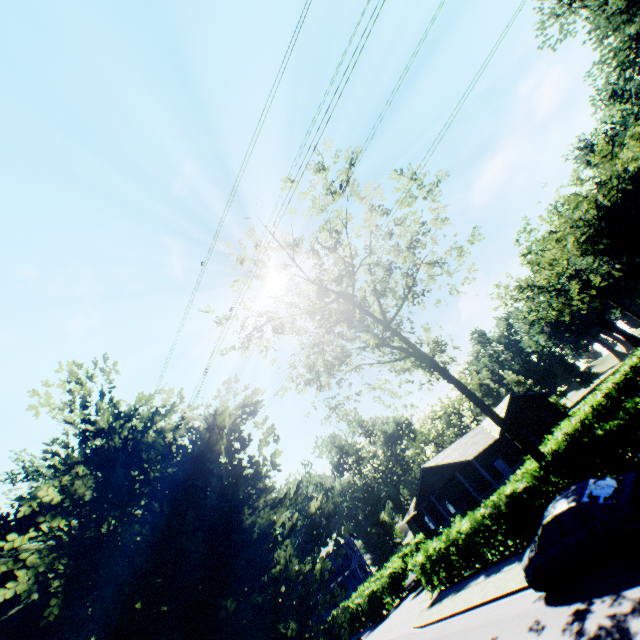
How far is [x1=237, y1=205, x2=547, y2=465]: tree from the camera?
18.81m

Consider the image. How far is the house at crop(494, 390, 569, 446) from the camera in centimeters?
3079cm

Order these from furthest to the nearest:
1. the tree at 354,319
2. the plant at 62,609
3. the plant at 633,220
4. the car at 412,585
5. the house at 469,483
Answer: the plant at 633,220 → the house at 469,483 → the car at 412,585 → the tree at 354,319 → the plant at 62,609

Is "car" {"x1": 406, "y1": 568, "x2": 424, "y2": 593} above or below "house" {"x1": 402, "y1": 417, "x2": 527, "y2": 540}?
below

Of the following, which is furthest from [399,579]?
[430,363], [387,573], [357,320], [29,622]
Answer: [29,622]

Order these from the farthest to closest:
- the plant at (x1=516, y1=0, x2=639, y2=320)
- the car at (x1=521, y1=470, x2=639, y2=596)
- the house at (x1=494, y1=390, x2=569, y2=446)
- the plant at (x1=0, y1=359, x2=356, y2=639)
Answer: the plant at (x1=516, y1=0, x2=639, y2=320) < the house at (x1=494, y1=390, x2=569, y2=446) < the car at (x1=521, y1=470, x2=639, y2=596) < the plant at (x1=0, y1=359, x2=356, y2=639)

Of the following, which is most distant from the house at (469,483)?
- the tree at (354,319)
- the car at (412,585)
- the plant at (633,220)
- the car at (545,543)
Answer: the plant at (633,220)
